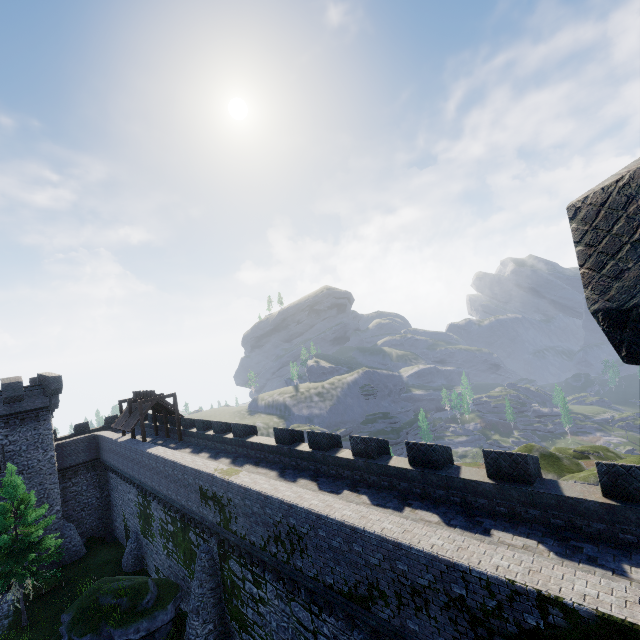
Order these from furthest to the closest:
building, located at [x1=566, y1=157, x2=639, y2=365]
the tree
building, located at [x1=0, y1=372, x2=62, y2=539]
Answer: building, located at [x1=0, y1=372, x2=62, y2=539]
the tree
building, located at [x1=566, y1=157, x2=639, y2=365]

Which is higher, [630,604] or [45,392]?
[45,392]

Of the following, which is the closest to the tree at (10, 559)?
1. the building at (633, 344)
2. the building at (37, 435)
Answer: the building at (37, 435)

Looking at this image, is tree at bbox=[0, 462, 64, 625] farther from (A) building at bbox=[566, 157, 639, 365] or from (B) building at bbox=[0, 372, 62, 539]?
(A) building at bbox=[566, 157, 639, 365]

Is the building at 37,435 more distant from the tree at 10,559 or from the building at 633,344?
the building at 633,344

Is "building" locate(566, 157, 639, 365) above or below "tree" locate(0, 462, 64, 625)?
above

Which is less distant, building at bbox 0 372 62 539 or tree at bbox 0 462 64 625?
tree at bbox 0 462 64 625

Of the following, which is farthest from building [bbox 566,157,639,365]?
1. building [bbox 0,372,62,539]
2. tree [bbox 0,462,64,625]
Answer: building [bbox 0,372,62,539]
